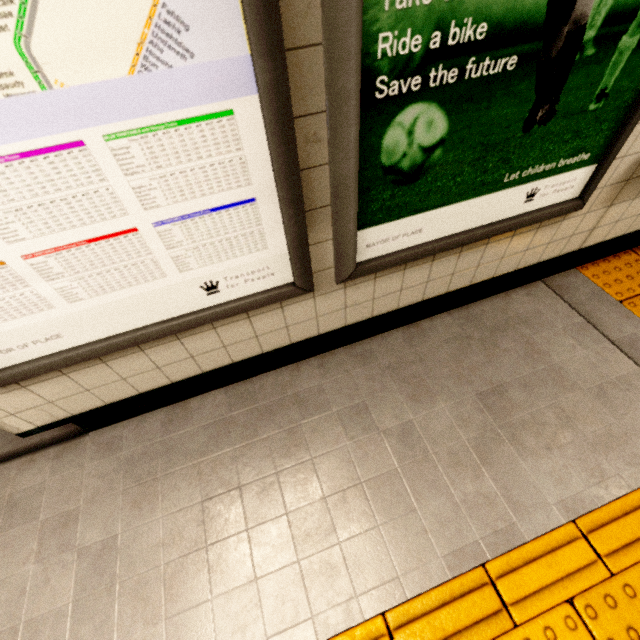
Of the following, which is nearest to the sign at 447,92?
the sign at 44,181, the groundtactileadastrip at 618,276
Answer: the sign at 44,181

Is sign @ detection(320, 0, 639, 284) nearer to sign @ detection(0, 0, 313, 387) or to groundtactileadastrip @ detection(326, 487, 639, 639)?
sign @ detection(0, 0, 313, 387)

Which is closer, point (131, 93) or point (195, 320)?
point (131, 93)

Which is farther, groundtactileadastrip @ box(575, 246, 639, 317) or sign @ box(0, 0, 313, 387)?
groundtactileadastrip @ box(575, 246, 639, 317)

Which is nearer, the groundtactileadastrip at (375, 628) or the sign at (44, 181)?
the sign at (44, 181)

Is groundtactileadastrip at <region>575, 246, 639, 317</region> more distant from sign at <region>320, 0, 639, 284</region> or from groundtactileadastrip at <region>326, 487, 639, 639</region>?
sign at <region>320, 0, 639, 284</region>

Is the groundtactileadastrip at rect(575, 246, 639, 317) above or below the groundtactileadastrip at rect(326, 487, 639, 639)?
above

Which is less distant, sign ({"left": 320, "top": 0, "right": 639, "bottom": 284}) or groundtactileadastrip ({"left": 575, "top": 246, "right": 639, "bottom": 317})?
sign ({"left": 320, "top": 0, "right": 639, "bottom": 284})
